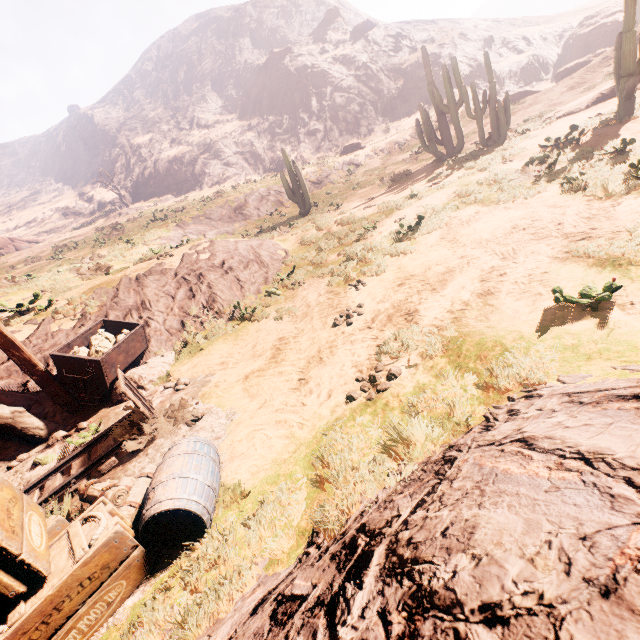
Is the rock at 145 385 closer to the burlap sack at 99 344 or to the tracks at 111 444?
the burlap sack at 99 344

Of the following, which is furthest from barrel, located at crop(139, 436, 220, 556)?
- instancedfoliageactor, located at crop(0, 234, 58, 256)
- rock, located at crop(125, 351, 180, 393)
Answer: instancedfoliageactor, located at crop(0, 234, 58, 256)

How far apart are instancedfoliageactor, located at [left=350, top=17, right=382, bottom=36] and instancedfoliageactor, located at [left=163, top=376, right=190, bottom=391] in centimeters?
6782cm

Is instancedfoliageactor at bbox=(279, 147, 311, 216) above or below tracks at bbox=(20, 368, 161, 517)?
above

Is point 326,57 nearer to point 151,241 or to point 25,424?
point 151,241

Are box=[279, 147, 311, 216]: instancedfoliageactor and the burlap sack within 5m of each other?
no

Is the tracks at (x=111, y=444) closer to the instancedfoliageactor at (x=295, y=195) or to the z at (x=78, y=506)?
the z at (x=78, y=506)

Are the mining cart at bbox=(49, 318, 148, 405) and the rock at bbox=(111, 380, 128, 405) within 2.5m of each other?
yes
